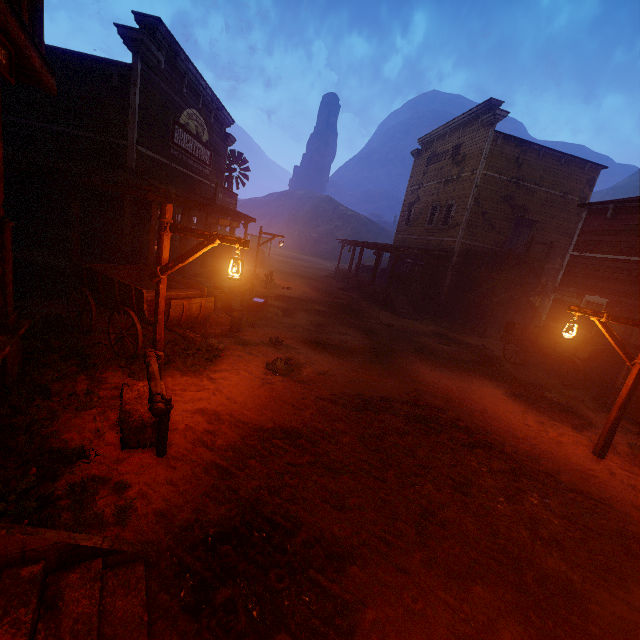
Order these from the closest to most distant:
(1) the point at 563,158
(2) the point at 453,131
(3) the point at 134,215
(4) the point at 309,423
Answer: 1. (4) the point at 309,423
2. (3) the point at 134,215
3. (1) the point at 563,158
4. (2) the point at 453,131

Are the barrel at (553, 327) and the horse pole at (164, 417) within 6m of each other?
no

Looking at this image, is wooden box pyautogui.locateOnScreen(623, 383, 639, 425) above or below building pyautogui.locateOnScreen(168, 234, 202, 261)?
below

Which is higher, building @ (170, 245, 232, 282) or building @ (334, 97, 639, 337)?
building @ (334, 97, 639, 337)

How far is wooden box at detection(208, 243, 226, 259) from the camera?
18.56m

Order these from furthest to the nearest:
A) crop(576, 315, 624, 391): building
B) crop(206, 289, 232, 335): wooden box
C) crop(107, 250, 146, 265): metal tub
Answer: crop(576, 315, 624, 391): building, crop(107, 250, 146, 265): metal tub, crop(206, 289, 232, 335): wooden box

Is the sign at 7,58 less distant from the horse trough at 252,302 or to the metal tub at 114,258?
the metal tub at 114,258

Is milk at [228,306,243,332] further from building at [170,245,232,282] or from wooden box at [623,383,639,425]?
wooden box at [623,383,639,425]
